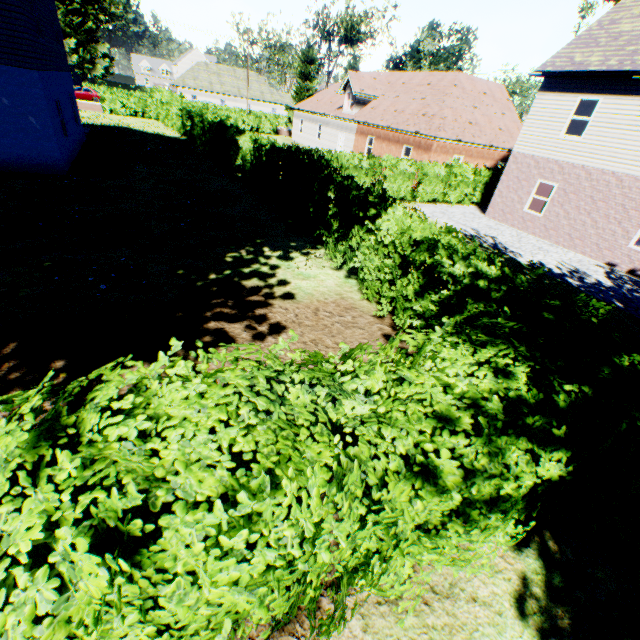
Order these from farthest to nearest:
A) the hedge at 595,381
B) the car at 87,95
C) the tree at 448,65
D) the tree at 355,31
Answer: the car at 87,95 → the tree at 355,31 → the tree at 448,65 → the hedge at 595,381

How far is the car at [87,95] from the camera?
41.1 meters

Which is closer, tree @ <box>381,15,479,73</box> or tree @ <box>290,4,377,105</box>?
tree @ <box>381,15,479,73</box>

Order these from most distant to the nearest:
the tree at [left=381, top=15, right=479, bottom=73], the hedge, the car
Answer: the car
the tree at [left=381, top=15, right=479, bottom=73]
the hedge

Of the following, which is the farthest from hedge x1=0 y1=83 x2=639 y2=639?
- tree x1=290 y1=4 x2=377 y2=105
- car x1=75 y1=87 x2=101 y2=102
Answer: car x1=75 y1=87 x2=101 y2=102

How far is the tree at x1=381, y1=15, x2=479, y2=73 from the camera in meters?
35.0

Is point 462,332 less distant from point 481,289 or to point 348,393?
point 348,393

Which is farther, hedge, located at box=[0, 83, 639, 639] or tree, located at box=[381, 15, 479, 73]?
tree, located at box=[381, 15, 479, 73]
